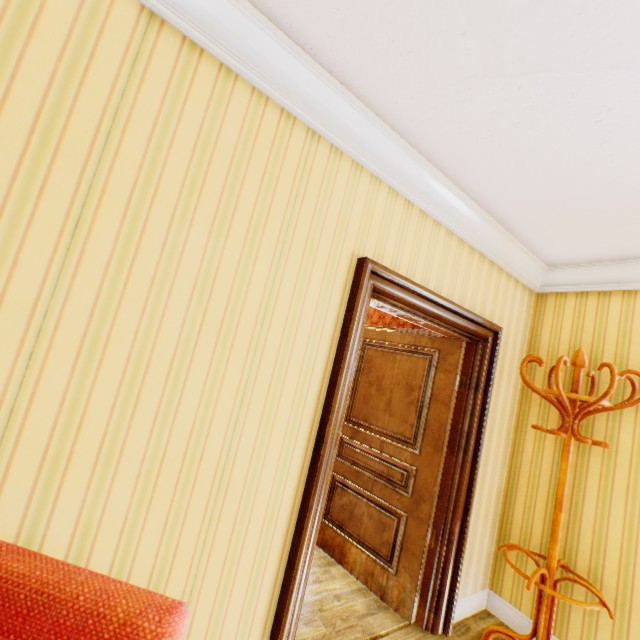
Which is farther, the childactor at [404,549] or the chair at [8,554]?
the childactor at [404,549]

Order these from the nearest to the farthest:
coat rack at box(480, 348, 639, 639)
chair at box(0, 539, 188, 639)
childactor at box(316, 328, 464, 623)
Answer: chair at box(0, 539, 188, 639)
coat rack at box(480, 348, 639, 639)
childactor at box(316, 328, 464, 623)

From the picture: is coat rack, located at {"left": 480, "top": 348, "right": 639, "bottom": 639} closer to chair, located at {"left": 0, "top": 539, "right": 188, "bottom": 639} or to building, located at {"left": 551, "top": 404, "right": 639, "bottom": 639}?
building, located at {"left": 551, "top": 404, "right": 639, "bottom": 639}

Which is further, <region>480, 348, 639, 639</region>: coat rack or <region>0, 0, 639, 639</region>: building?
<region>480, 348, 639, 639</region>: coat rack

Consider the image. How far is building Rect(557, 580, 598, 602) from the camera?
2.38m

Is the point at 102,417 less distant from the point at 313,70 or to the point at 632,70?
the point at 313,70

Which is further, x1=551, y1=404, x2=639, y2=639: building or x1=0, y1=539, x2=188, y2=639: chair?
x1=551, y1=404, x2=639, y2=639: building

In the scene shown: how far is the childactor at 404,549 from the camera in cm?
262
